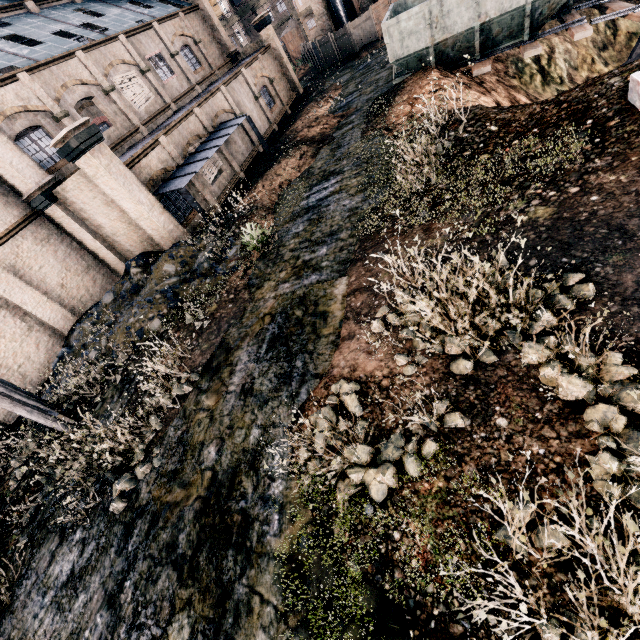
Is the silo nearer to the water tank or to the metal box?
the water tank

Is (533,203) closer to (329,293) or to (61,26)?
(329,293)

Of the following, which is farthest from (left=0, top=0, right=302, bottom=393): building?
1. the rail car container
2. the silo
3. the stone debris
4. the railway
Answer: the railway

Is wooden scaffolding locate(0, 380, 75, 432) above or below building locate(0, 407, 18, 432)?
above

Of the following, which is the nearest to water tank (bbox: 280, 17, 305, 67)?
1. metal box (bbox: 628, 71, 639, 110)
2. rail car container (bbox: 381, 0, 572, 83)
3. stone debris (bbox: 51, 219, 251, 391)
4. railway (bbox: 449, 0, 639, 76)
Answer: rail car container (bbox: 381, 0, 572, 83)

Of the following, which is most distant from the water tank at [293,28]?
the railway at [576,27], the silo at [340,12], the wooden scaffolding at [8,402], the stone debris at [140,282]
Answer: the wooden scaffolding at [8,402]

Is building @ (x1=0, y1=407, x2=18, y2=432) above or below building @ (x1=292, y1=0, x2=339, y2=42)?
below

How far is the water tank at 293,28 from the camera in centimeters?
5150cm
